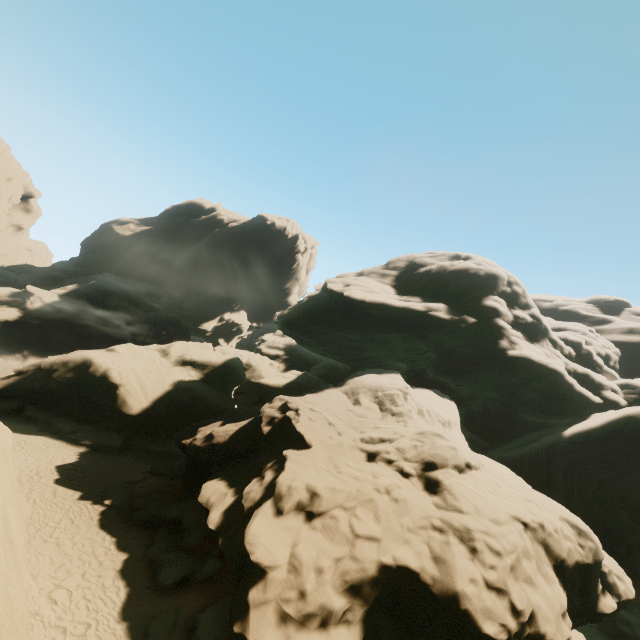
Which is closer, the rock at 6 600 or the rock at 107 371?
the rock at 6 600

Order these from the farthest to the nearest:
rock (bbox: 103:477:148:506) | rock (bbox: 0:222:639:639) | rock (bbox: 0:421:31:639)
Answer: rock (bbox: 103:477:148:506) → rock (bbox: 0:222:639:639) → rock (bbox: 0:421:31:639)

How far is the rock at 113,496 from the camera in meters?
15.6 m

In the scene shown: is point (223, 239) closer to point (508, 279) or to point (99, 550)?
point (508, 279)

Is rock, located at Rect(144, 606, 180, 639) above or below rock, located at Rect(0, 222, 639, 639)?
below

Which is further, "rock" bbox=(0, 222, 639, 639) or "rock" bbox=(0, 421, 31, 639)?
"rock" bbox=(0, 222, 639, 639)

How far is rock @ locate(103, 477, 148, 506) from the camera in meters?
15.6 m
